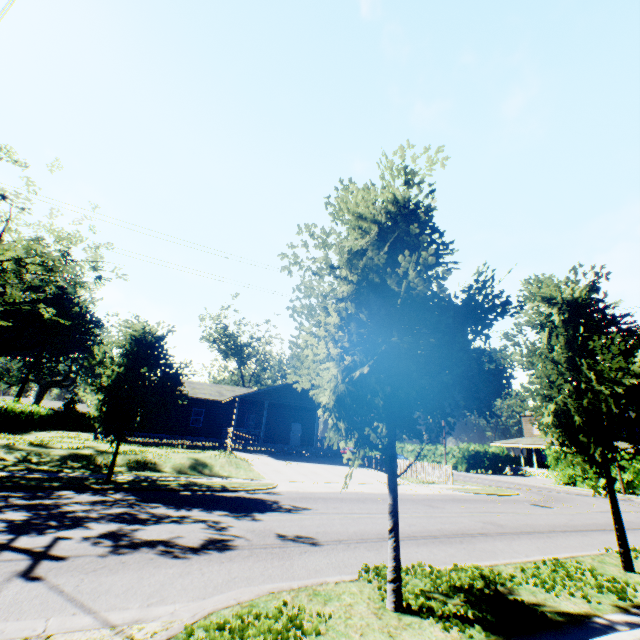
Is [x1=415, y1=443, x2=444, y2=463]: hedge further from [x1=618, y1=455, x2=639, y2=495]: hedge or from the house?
the house

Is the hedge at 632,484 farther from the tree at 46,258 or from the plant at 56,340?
the plant at 56,340

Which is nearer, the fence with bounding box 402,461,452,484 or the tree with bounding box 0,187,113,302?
the tree with bounding box 0,187,113,302

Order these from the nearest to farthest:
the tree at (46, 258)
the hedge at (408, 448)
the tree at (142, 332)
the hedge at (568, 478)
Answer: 1. the tree at (142, 332)
2. the tree at (46, 258)
3. the hedge at (568, 478)
4. the hedge at (408, 448)

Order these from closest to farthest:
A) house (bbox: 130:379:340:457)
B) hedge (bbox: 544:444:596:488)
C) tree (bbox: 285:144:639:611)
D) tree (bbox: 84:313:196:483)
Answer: tree (bbox: 285:144:639:611) → tree (bbox: 84:313:196:483) → house (bbox: 130:379:340:457) → hedge (bbox: 544:444:596:488)

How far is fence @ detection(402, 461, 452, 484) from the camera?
22.11m

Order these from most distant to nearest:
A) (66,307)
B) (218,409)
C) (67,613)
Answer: (66,307), (218,409), (67,613)

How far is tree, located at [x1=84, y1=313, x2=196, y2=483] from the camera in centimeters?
1184cm
